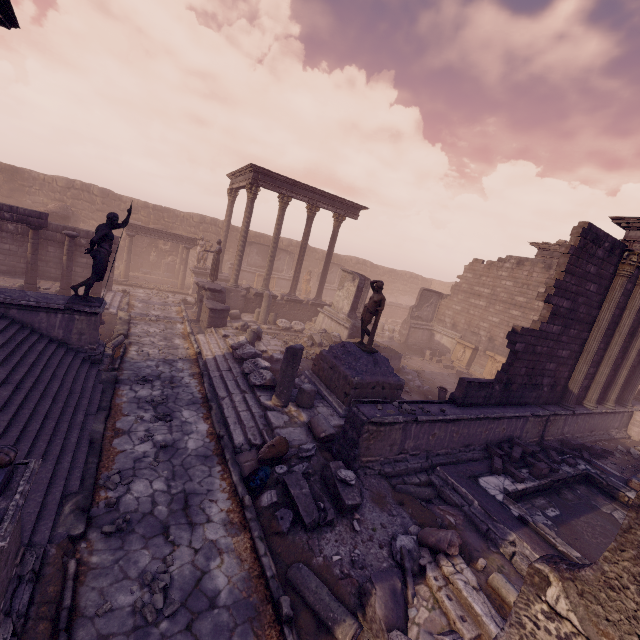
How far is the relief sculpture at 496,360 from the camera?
17.78m

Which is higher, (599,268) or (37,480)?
(599,268)

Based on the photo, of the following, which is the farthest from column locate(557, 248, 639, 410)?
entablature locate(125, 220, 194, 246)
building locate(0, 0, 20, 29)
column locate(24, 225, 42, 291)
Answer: entablature locate(125, 220, 194, 246)

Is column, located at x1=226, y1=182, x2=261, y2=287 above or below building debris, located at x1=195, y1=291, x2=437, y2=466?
above

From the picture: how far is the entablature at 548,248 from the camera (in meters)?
16.53

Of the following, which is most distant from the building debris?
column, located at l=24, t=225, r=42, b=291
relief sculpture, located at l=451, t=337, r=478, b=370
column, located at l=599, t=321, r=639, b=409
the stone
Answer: relief sculpture, located at l=451, t=337, r=478, b=370

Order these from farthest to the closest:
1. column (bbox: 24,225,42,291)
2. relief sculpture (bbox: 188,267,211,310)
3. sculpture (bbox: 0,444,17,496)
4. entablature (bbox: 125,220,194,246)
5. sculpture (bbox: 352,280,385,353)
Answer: entablature (bbox: 125,220,194,246) → relief sculpture (bbox: 188,267,211,310) → column (bbox: 24,225,42,291) → sculpture (bbox: 352,280,385,353) → sculpture (bbox: 0,444,17,496)

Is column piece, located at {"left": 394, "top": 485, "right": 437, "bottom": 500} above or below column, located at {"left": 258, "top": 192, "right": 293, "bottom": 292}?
below
